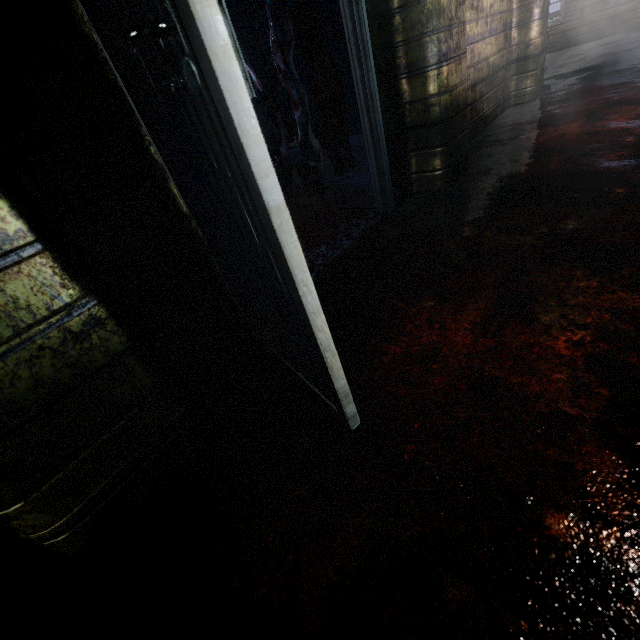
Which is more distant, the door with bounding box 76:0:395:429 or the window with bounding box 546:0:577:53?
the window with bounding box 546:0:577:53

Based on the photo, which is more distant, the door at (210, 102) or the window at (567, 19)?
the window at (567, 19)

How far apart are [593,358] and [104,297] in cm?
159
